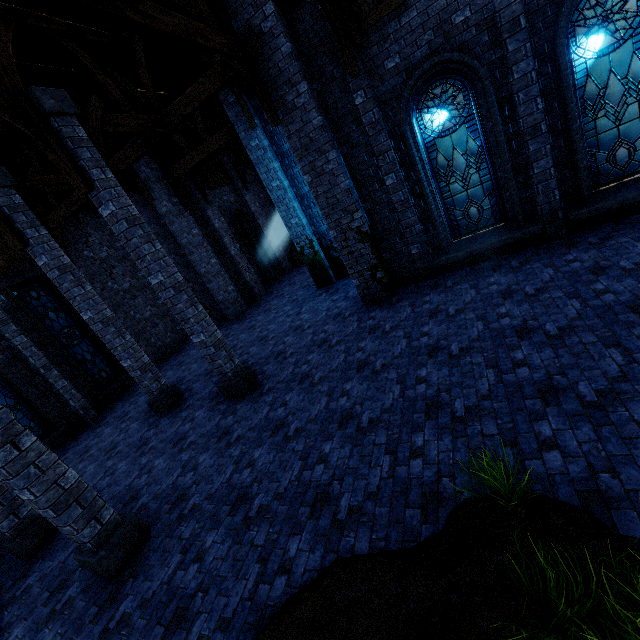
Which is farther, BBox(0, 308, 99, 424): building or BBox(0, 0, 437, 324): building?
BBox(0, 308, 99, 424): building

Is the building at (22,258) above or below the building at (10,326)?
above

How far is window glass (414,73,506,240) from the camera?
7.30m

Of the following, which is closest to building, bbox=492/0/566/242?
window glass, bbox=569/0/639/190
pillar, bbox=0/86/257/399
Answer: pillar, bbox=0/86/257/399

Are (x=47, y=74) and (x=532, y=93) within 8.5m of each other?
no

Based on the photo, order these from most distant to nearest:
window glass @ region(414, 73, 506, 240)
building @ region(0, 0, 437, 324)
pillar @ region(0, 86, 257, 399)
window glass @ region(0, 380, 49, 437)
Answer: window glass @ region(0, 380, 49, 437), window glass @ region(414, 73, 506, 240), building @ region(0, 0, 437, 324), pillar @ region(0, 86, 257, 399)

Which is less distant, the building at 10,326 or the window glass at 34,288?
the building at 10,326
